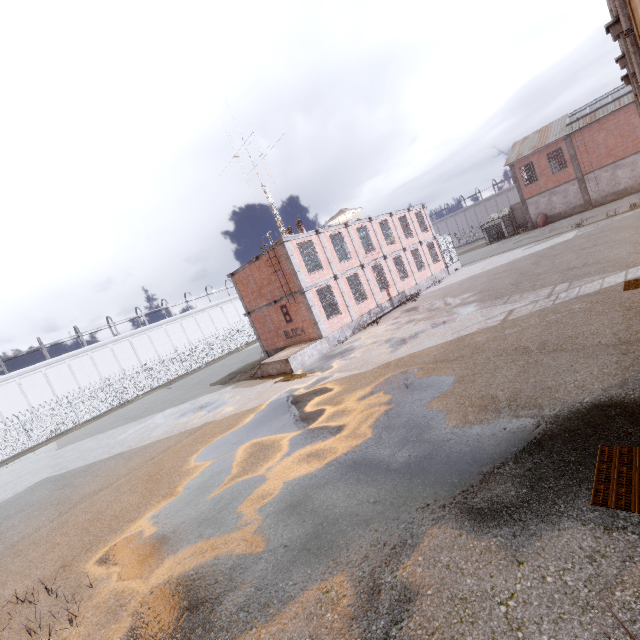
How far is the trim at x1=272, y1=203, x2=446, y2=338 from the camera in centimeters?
1881cm

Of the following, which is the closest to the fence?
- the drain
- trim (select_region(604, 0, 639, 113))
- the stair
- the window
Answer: trim (select_region(604, 0, 639, 113))

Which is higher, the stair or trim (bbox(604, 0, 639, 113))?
trim (bbox(604, 0, 639, 113))

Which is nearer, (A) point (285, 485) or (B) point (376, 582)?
(B) point (376, 582)

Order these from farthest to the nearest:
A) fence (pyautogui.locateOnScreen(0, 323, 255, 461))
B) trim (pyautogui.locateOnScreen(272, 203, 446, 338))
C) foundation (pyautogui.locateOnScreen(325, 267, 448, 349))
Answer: fence (pyautogui.locateOnScreen(0, 323, 255, 461))
foundation (pyautogui.locateOnScreen(325, 267, 448, 349))
trim (pyautogui.locateOnScreen(272, 203, 446, 338))

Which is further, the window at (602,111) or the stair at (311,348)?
the window at (602,111)

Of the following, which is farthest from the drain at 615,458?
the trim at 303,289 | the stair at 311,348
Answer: the trim at 303,289

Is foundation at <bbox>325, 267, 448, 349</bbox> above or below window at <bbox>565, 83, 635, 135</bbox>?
below
